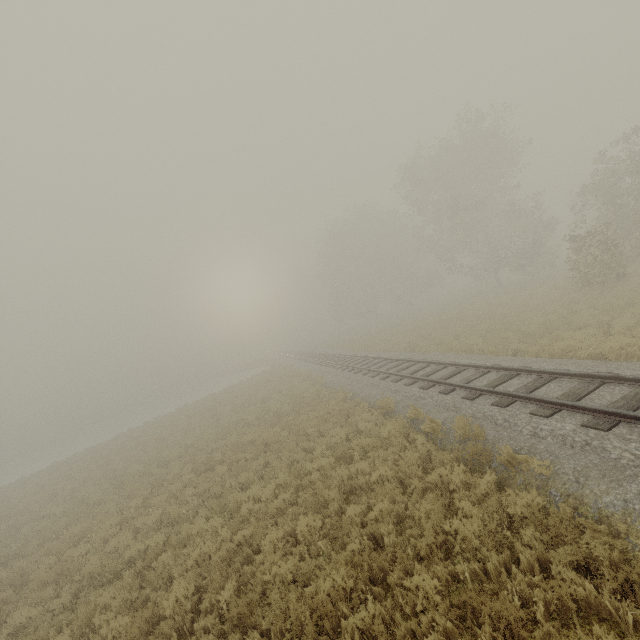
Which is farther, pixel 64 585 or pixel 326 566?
pixel 64 585
